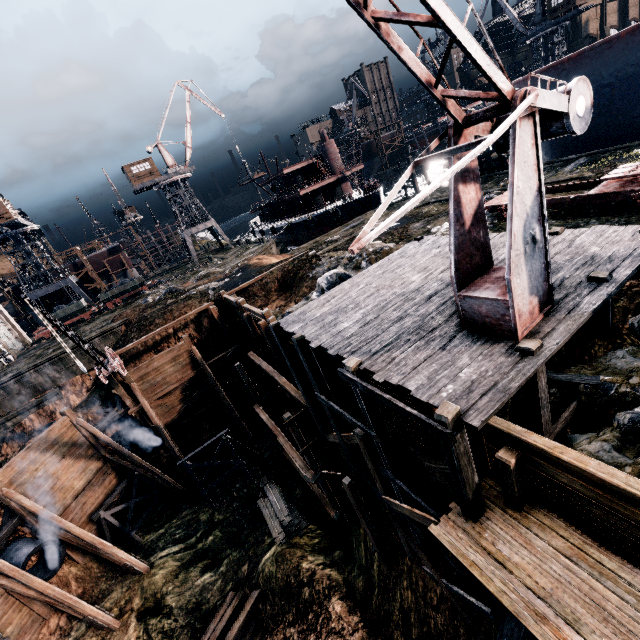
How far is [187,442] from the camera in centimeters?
2522cm

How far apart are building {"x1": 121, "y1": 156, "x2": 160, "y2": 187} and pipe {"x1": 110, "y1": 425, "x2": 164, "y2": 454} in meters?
40.4 m

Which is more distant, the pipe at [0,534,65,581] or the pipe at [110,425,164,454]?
the pipe at [110,425,164,454]

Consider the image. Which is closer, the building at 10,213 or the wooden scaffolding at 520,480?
the wooden scaffolding at 520,480

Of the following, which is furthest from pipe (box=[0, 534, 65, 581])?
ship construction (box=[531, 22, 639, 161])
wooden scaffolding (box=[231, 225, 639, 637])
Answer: ship construction (box=[531, 22, 639, 161])

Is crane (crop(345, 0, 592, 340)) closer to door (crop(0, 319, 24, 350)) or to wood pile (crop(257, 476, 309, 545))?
wood pile (crop(257, 476, 309, 545))

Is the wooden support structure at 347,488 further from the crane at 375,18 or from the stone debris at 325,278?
the crane at 375,18

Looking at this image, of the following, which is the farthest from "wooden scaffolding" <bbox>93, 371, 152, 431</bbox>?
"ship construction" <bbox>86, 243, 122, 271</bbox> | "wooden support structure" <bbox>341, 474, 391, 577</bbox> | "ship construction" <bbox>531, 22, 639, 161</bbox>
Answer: "ship construction" <bbox>86, 243, 122, 271</bbox>
